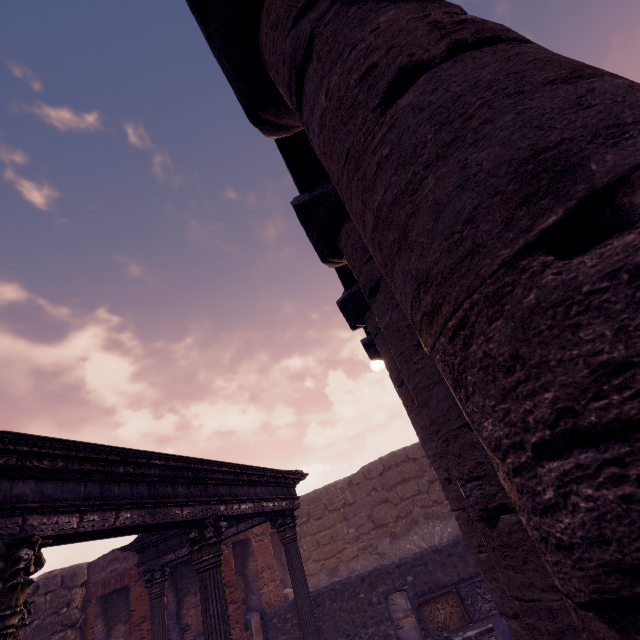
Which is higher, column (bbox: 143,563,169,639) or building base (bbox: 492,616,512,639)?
column (bbox: 143,563,169,639)

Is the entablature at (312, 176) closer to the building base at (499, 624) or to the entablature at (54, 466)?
the entablature at (54, 466)

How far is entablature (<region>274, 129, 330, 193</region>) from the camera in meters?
3.4 m

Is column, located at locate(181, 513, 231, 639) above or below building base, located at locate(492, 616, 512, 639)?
above

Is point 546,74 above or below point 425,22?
below

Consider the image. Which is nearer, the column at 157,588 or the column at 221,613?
the column at 221,613

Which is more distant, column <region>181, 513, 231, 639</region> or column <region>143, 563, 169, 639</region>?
column <region>143, 563, 169, 639</region>

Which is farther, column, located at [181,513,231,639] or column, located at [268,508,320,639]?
column, located at [268,508,320,639]
